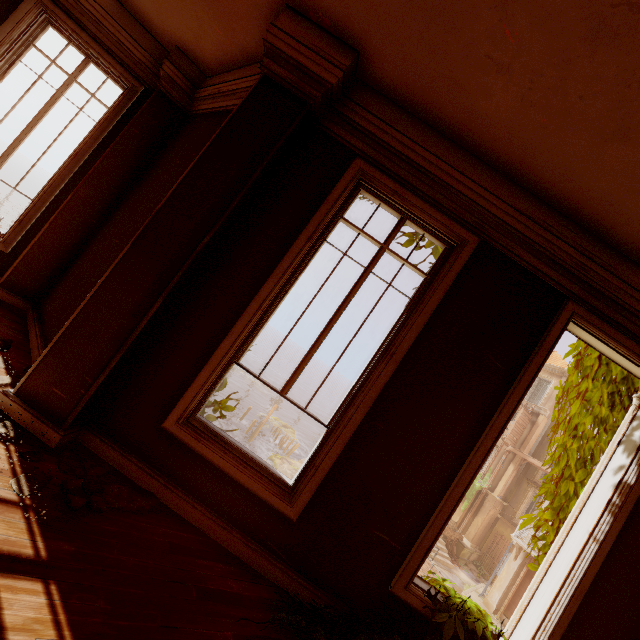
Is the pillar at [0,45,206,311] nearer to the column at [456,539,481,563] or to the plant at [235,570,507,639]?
the plant at [235,570,507,639]

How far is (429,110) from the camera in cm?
268

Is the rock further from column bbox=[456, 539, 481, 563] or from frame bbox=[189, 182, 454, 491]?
frame bbox=[189, 182, 454, 491]

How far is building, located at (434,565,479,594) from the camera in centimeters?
2040cm

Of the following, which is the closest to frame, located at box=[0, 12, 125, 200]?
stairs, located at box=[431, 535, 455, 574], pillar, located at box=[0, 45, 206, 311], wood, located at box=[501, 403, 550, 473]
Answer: pillar, located at box=[0, 45, 206, 311]

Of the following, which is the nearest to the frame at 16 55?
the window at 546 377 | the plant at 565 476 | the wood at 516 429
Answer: the plant at 565 476

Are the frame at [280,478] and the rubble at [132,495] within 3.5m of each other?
yes

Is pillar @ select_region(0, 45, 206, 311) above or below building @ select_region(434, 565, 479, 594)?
above
